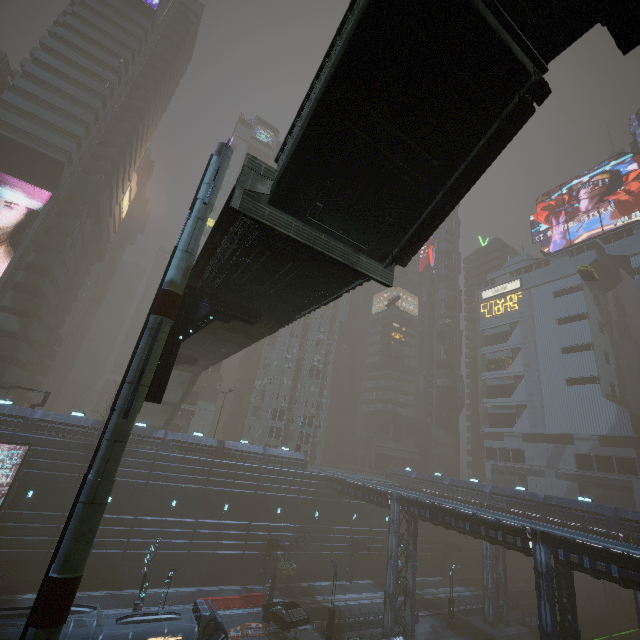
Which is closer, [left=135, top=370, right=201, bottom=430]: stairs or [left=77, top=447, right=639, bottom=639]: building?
[left=77, top=447, right=639, bottom=639]: building

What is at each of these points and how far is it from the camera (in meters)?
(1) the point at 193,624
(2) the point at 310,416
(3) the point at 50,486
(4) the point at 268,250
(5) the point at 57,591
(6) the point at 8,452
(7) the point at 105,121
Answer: (1) train, 18.33
(2) building, 59.97
(3) building, 29.11
(4) bridge, 10.42
(5) sm, 8.67
(6) building, 28.11
(7) building, 52.56

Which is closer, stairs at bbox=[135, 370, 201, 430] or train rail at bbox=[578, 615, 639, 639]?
stairs at bbox=[135, 370, 201, 430]

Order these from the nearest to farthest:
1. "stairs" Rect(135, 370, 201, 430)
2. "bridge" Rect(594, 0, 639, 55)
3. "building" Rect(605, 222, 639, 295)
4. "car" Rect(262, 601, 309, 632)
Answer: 1. "bridge" Rect(594, 0, 639, 55)
2. "car" Rect(262, 601, 309, 632)
3. "stairs" Rect(135, 370, 201, 430)
4. "building" Rect(605, 222, 639, 295)

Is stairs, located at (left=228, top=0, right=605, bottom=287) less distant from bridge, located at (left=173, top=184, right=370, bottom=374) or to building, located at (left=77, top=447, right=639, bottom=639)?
bridge, located at (left=173, top=184, right=370, bottom=374)

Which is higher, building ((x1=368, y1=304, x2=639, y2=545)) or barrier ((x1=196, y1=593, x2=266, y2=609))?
building ((x1=368, y1=304, x2=639, y2=545))

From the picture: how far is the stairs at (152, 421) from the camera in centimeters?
3659cm

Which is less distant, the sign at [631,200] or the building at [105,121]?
the building at [105,121]
